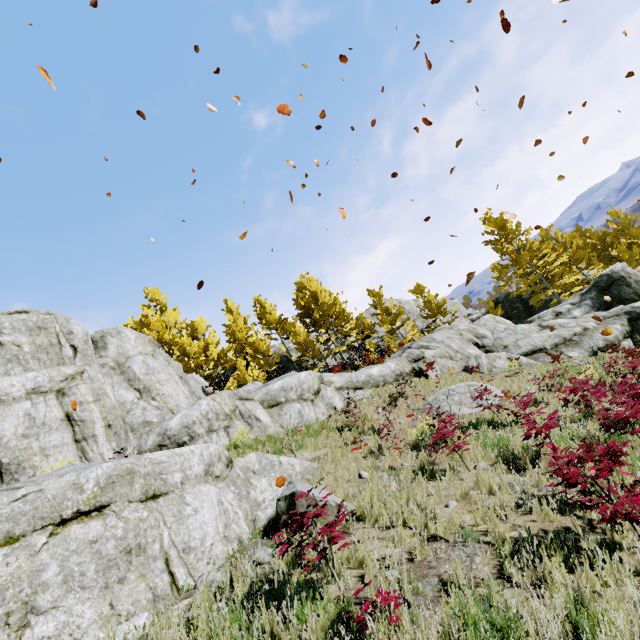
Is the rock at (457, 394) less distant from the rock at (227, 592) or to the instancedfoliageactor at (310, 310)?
the rock at (227, 592)

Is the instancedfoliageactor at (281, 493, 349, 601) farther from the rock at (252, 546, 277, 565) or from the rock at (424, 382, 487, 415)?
the rock at (424, 382, 487, 415)

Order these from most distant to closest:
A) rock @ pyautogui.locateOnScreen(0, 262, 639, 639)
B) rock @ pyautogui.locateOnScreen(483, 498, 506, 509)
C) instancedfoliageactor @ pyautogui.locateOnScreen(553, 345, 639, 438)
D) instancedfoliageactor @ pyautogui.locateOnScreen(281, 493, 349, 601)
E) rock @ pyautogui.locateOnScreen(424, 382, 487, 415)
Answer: rock @ pyautogui.locateOnScreen(424, 382, 487, 415)
instancedfoliageactor @ pyautogui.locateOnScreen(553, 345, 639, 438)
rock @ pyautogui.locateOnScreen(483, 498, 506, 509)
rock @ pyautogui.locateOnScreen(0, 262, 639, 639)
instancedfoliageactor @ pyautogui.locateOnScreen(281, 493, 349, 601)

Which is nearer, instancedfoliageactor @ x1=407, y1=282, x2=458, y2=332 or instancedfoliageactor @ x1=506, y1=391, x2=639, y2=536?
instancedfoliageactor @ x1=506, y1=391, x2=639, y2=536

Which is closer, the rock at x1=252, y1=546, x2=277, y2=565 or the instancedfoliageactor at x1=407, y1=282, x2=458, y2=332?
the rock at x1=252, y1=546, x2=277, y2=565

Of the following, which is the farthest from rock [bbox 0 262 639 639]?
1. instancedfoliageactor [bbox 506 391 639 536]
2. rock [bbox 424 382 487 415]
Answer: rock [bbox 424 382 487 415]

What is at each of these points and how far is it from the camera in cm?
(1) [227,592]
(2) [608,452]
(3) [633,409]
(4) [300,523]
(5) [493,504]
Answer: (1) rock, 424
(2) instancedfoliageactor, 389
(3) instancedfoliageactor, 626
(4) instancedfoliageactor, 379
(5) rock, 490

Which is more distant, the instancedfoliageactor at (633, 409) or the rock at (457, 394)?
the rock at (457, 394)
